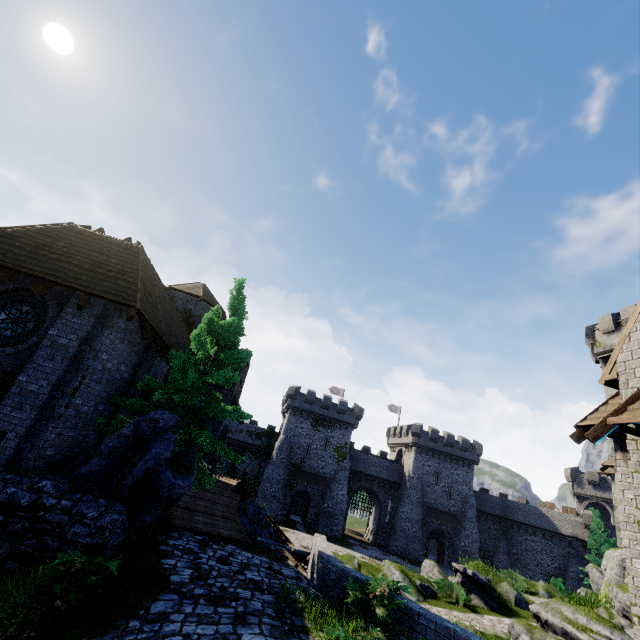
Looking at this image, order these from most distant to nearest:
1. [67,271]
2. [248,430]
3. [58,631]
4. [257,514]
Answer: [248,430]
[257,514]
[67,271]
[58,631]

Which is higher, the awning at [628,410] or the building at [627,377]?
the building at [627,377]

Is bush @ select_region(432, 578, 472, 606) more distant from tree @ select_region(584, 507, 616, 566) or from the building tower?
the building tower

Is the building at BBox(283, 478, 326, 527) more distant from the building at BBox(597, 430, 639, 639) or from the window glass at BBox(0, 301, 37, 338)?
the window glass at BBox(0, 301, 37, 338)

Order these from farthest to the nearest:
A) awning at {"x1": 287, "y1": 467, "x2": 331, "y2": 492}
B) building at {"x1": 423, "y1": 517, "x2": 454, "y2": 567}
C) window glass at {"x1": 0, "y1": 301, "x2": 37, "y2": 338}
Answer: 1. building at {"x1": 423, "y1": 517, "x2": 454, "y2": 567}
2. awning at {"x1": 287, "y1": 467, "x2": 331, "y2": 492}
3. window glass at {"x1": 0, "y1": 301, "x2": 37, "y2": 338}

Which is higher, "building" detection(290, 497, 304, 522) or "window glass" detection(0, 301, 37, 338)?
"window glass" detection(0, 301, 37, 338)

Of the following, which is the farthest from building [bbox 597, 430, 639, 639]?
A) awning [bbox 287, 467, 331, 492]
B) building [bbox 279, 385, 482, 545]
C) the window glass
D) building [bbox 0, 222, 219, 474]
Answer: awning [bbox 287, 467, 331, 492]

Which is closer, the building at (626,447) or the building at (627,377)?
the building at (626,447)
